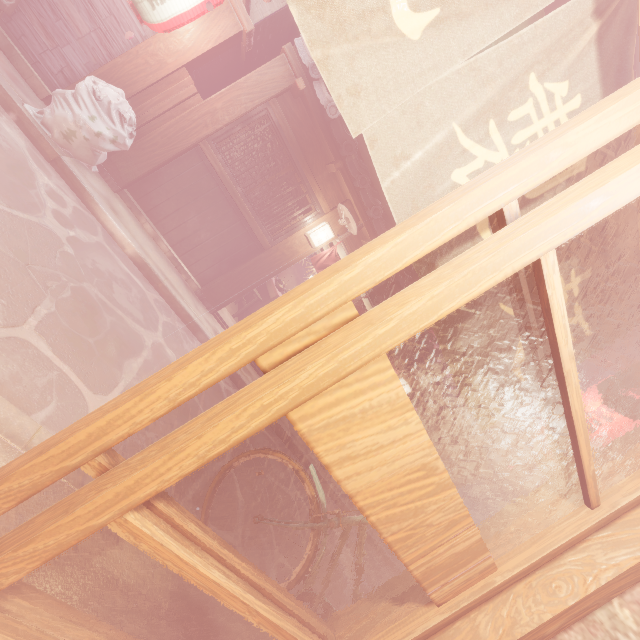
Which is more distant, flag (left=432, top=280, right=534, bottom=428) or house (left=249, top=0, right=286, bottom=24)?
house (left=249, top=0, right=286, bottom=24)

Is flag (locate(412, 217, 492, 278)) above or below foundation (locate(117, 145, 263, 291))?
above

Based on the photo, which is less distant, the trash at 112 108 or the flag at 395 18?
the flag at 395 18

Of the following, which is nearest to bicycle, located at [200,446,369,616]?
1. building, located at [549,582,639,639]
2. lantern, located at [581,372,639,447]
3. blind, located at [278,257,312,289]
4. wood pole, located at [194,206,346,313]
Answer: building, located at [549,582,639,639]

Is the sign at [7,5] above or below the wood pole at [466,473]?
below

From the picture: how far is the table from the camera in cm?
1335

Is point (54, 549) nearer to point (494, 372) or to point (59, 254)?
point (494, 372)

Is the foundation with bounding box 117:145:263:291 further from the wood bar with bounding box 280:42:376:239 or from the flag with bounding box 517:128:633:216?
the flag with bounding box 517:128:633:216
